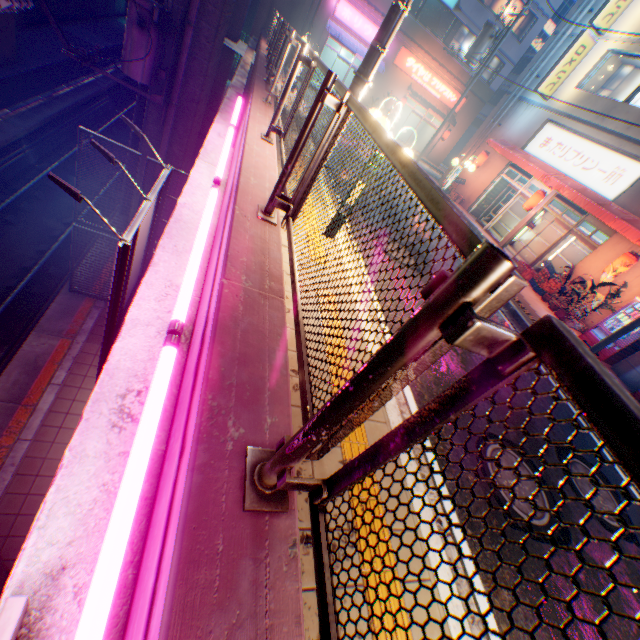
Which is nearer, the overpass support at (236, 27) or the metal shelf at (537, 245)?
the overpass support at (236, 27)

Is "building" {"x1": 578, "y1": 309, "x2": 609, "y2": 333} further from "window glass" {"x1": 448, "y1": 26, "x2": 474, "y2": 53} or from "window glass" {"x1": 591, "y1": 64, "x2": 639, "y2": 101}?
"window glass" {"x1": 448, "y1": 26, "x2": 474, "y2": 53}

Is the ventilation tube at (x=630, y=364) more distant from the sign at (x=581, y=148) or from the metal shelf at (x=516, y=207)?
the metal shelf at (x=516, y=207)

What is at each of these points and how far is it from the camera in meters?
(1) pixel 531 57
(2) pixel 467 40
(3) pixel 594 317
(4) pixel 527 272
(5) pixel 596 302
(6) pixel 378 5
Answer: (1) building, 31.1
(2) window glass, 24.5
(3) building, 11.7
(4) plastic crate, 13.4
(5) plants, 10.9
(6) building, 22.2

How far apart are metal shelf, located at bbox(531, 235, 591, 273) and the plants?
1.95m

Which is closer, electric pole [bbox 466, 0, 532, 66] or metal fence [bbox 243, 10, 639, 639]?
metal fence [bbox 243, 10, 639, 639]

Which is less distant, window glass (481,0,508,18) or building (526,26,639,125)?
building (526,26,639,125)

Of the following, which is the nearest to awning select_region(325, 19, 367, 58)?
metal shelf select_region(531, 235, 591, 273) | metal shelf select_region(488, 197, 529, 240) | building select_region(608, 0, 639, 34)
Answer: building select_region(608, 0, 639, 34)
